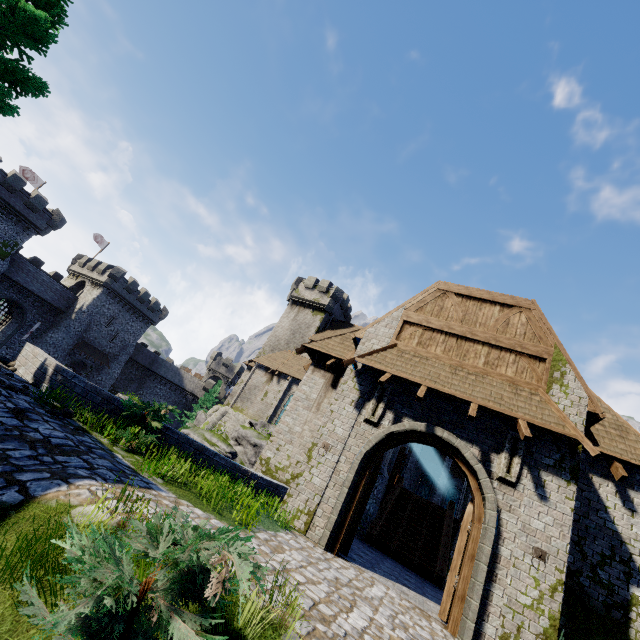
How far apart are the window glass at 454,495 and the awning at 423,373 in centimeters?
3277cm

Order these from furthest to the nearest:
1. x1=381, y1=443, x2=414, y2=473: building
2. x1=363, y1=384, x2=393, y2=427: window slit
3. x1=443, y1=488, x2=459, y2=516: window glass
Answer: A:
1. x1=443, y1=488, x2=459, y2=516: window glass
2. x1=381, y1=443, x2=414, y2=473: building
3. x1=363, y1=384, x2=393, y2=427: window slit

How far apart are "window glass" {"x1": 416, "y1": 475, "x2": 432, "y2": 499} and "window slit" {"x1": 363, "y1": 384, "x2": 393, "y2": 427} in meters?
32.8

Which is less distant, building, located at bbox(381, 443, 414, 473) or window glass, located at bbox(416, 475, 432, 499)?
building, located at bbox(381, 443, 414, 473)

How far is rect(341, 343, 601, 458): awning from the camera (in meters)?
7.72

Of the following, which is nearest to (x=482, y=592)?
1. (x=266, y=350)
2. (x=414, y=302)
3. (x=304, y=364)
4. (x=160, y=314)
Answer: (x=414, y=302)

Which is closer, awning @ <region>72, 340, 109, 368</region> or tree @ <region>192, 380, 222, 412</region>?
awning @ <region>72, 340, 109, 368</region>

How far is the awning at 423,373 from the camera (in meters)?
7.72
